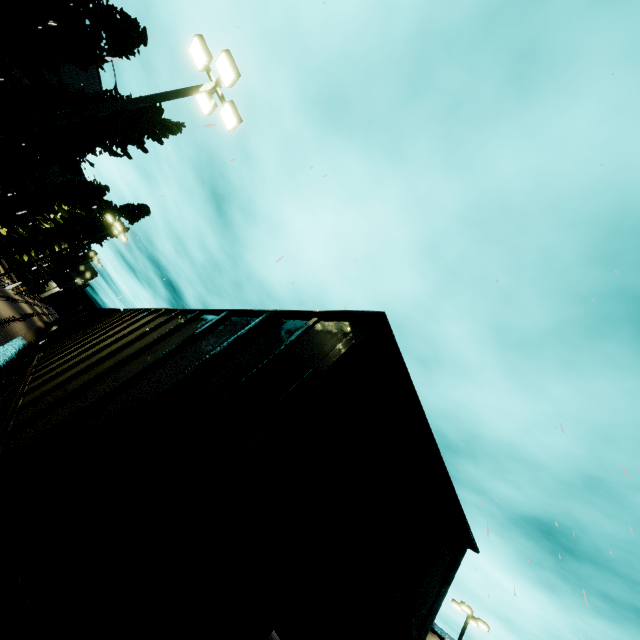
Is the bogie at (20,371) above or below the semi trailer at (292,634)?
below

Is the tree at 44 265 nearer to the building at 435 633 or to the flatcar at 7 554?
the building at 435 633

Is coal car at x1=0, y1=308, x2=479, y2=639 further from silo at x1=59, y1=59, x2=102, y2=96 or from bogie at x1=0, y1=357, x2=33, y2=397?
silo at x1=59, y1=59, x2=102, y2=96

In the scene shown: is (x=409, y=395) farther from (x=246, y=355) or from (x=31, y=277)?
(x=31, y=277)

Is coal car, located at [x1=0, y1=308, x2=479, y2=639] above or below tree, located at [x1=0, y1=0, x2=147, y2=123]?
below

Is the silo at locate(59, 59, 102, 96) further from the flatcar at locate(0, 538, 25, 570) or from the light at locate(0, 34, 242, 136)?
the flatcar at locate(0, 538, 25, 570)

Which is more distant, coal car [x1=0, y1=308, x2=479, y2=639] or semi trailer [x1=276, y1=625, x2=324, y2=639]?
semi trailer [x1=276, y1=625, x2=324, y2=639]

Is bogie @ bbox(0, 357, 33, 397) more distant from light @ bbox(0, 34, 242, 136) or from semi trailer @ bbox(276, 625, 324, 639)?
semi trailer @ bbox(276, 625, 324, 639)
